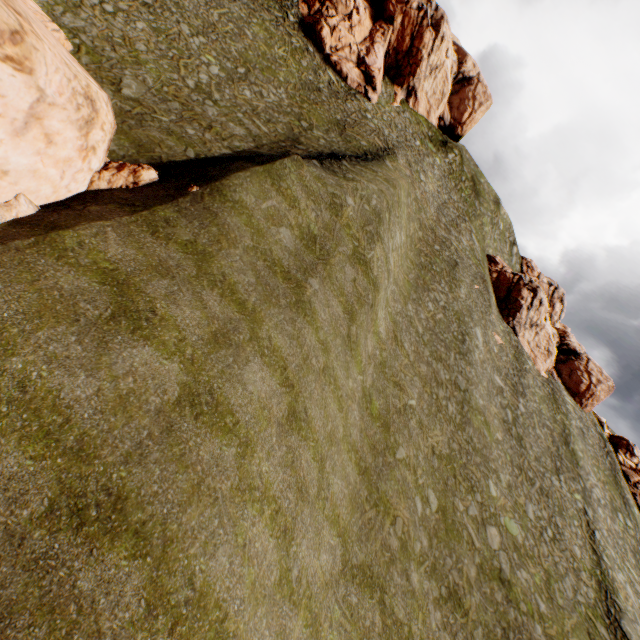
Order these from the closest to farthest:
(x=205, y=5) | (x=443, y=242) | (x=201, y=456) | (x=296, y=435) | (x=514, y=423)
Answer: (x=201, y=456), (x=296, y=435), (x=205, y=5), (x=514, y=423), (x=443, y=242)

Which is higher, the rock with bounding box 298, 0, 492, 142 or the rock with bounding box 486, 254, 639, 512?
the rock with bounding box 298, 0, 492, 142

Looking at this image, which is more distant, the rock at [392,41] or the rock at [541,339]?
the rock at [541,339]

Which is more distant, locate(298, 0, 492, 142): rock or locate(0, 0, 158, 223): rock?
locate(298, 0, 492, 142): rock

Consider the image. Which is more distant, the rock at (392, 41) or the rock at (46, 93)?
the rock at (392, 41)

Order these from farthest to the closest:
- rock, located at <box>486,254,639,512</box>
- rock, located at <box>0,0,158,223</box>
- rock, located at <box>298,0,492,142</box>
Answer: rock, located at <box>486,254,639,512</box> < rock, located at <box>298,0,492,142</box> < rock, located at <box>0,0,158,223</box>

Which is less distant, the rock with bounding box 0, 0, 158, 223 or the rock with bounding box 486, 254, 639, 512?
the rock with bounding box 0, 0, 158, 223
